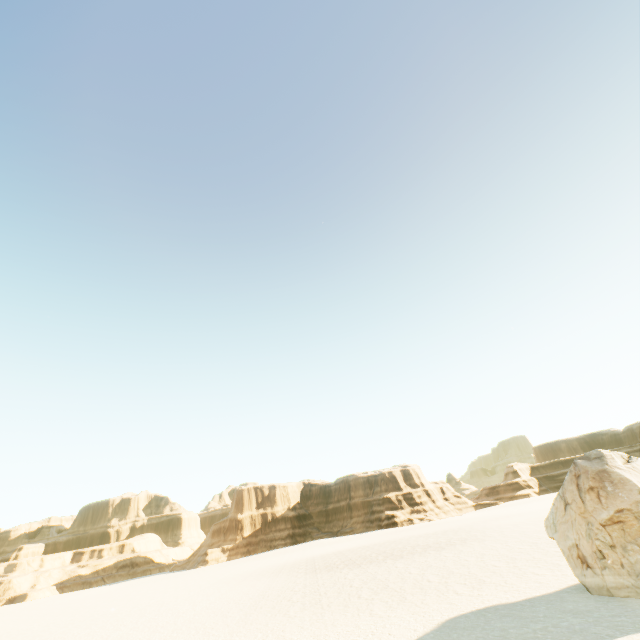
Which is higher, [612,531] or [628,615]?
[612,531]
